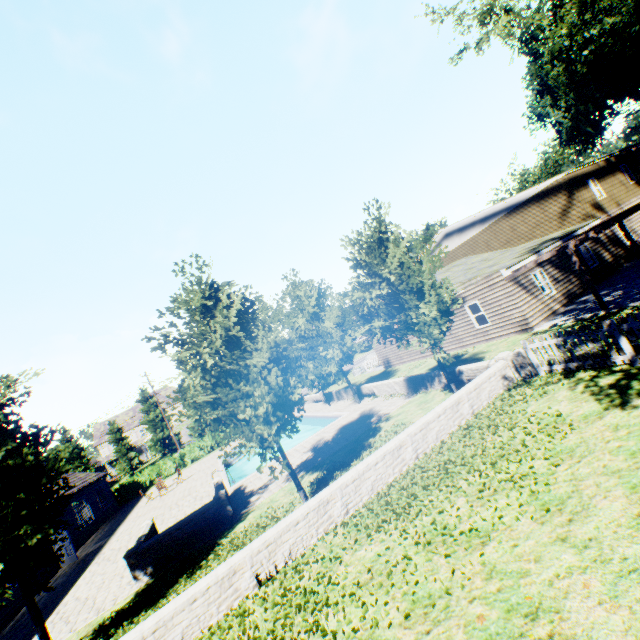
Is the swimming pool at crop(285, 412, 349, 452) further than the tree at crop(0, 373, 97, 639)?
Yes

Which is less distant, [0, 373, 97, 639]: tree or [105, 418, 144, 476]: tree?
[0, 373, 97, 639]: tree

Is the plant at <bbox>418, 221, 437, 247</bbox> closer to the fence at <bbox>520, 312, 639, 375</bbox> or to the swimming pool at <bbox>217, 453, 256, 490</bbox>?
the fence at <bbox>520, 312, 639, 375</bbox>

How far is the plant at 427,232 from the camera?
48.16m

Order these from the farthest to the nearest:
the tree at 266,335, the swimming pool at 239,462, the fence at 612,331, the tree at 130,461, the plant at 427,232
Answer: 1. the plant at 427,232
2. the tree at 130,461
3. the swimming pool at 239,462
4. the tree at 266,335
5. the fence at 612,331

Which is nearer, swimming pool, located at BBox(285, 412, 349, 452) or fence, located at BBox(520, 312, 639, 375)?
fence, located at BBox(520, 312, 639, 375)

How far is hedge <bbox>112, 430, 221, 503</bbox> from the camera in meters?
32.3 m

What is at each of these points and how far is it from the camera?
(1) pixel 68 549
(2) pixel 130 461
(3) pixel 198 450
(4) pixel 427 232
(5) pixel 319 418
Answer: (1) door, 18.6m
(2) tree, 48.1m
(3) hedge, 35.3m
(4) plant, 48.4m
(5) swimming pool, 24.7m
